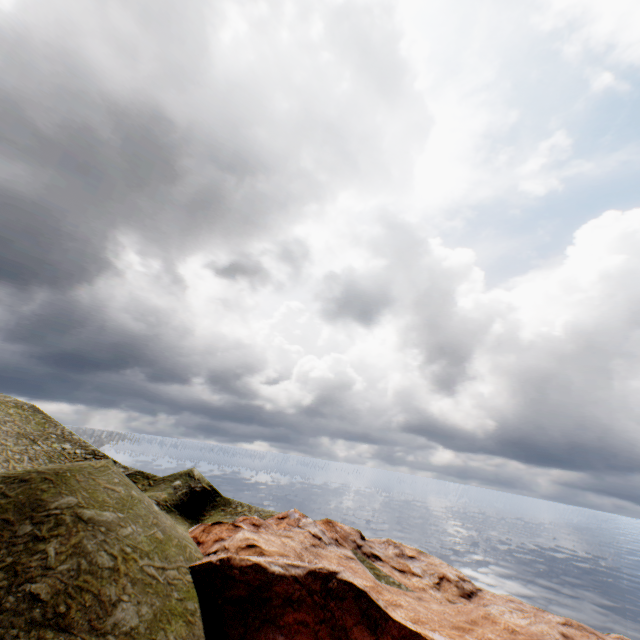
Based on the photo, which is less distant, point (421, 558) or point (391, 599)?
point (391, 599)
